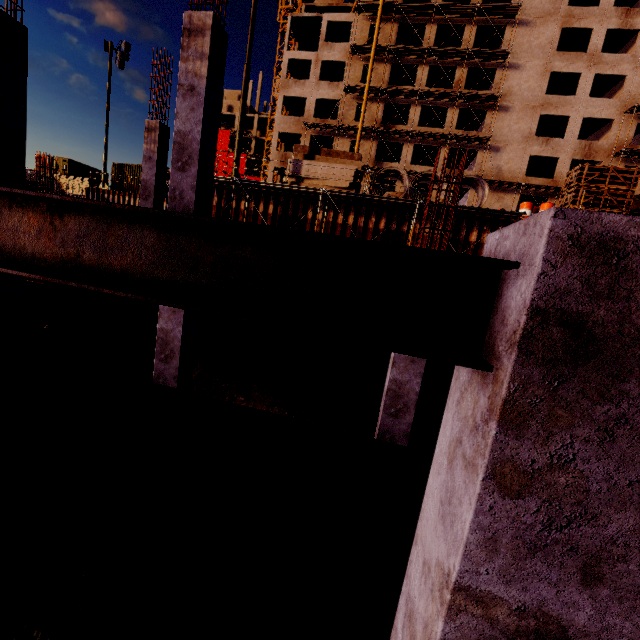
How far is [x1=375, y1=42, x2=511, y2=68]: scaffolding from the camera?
32.1 meters

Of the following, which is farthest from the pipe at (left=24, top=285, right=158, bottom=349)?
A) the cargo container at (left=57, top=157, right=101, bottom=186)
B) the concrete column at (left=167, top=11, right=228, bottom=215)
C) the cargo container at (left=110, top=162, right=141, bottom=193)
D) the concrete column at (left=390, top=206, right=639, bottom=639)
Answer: the cargo container at (left=57, top=157, right=101, bottom=186)

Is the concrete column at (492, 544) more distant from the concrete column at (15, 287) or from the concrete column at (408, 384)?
the concrete column at (15, 287)

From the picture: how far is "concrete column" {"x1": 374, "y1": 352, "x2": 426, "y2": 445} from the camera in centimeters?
598cm

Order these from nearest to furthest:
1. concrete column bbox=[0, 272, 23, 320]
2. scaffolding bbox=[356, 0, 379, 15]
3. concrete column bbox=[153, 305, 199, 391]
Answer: concrete column bbox=[153, 305, 199, 391], concrete column bbox=[0, 272, 23, 320], scaffolding bbox=[356, 0, 379, 15]

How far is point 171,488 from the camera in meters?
2.9

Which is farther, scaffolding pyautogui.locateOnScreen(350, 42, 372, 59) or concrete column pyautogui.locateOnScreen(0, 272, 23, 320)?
scaffolding pyautogui.locateOnScreen(350, 42, 372, 59)

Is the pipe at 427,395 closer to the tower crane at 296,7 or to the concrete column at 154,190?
the concrete column at 154,190
